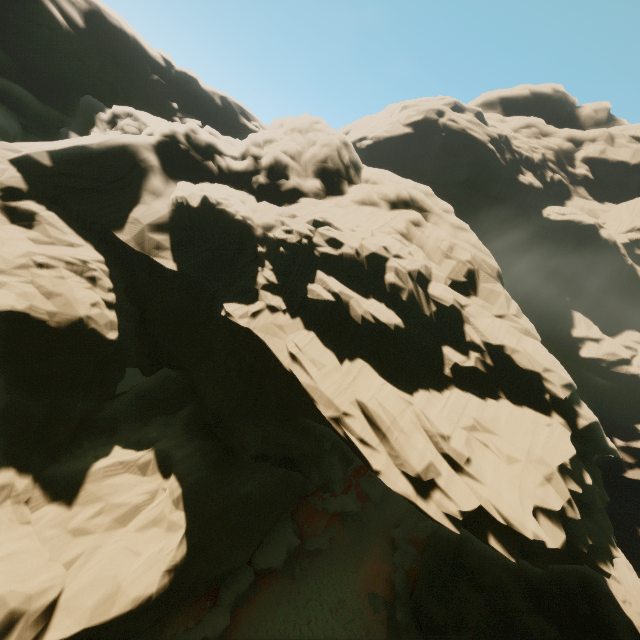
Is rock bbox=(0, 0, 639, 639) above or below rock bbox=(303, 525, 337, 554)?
above

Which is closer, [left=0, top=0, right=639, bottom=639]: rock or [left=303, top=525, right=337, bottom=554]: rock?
[left=0, top=0, right=639, bottom=639]: rock

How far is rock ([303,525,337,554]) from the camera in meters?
23.7

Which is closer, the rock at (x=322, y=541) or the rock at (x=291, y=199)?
the rock at (x=291, y=199)

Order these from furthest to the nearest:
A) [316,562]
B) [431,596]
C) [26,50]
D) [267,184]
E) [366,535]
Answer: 1. [26,50]
2. [366,535]
3. [267,184]
4. [316,562]
5. [431,596]

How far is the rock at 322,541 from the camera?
23.69m
